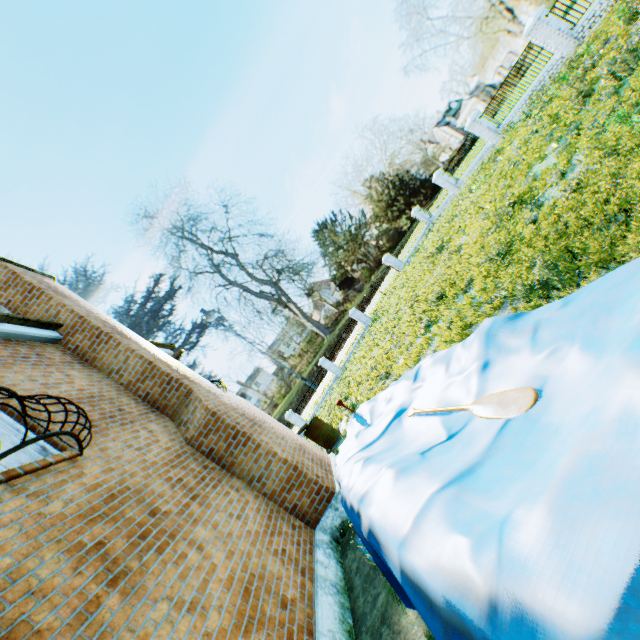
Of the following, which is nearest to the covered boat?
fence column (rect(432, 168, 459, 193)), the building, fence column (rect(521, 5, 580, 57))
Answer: the building

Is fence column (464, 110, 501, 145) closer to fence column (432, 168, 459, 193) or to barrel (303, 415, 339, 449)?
fence column (432, 168, 459, 193)

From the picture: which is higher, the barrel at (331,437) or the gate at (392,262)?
the gate at (392,262)

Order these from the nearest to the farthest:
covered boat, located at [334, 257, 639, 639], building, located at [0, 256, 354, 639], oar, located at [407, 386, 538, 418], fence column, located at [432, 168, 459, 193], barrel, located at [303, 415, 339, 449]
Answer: covered boat, located at [334, 257, 639, 639], oar, located at [407, 386, 538, 418], building, located at [0, 256, 354, 639], barrel, located at [303, 415, 339, 449], fence column, located at [432, 168, 459, 193]

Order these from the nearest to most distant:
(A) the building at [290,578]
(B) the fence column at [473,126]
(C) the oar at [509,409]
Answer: (C) the oar at [509,409]
(A) the building at [290,578]
(B) the fence column at [473,126]

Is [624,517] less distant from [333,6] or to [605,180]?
[605,180]

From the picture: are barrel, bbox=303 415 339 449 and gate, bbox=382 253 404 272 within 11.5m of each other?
no

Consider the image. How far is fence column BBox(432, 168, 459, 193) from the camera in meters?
24.8 m
